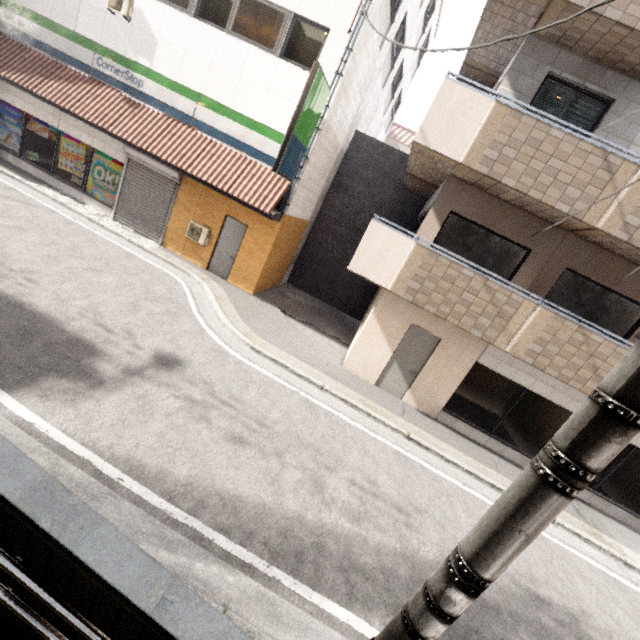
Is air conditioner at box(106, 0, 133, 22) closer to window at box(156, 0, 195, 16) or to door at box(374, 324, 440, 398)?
window at box(156, 0, 195, 16)

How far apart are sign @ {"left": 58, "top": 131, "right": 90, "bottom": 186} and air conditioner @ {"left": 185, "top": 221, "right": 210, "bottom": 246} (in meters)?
4.55

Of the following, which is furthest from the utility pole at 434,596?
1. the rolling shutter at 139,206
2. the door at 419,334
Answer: the rolling shutter at 139,206

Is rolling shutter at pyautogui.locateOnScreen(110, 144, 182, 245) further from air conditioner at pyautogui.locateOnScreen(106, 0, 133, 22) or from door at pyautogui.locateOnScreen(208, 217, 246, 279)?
air conditioner at pyautogui.locateOnScreen(106, 0, 133, 22)

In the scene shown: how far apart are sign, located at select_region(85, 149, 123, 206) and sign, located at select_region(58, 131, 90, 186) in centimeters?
4cm

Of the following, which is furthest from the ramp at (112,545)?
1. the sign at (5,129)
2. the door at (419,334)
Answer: the sign at (5,129)

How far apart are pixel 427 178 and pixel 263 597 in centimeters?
970cm

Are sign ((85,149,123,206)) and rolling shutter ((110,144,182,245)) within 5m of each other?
yes
